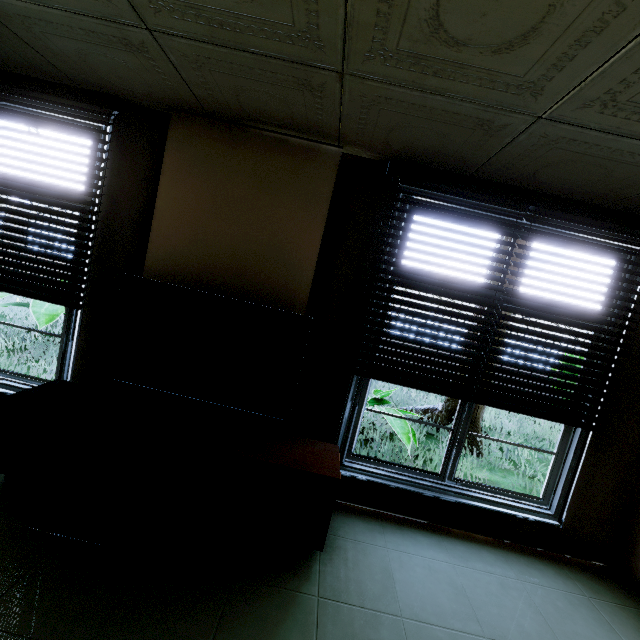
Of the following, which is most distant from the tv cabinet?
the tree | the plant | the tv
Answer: the tree

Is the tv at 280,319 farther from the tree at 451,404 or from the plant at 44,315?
the tree at 451,404

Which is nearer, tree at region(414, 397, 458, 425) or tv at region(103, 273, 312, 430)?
tv at region(103, 273, 312, 430)

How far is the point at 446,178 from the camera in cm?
240

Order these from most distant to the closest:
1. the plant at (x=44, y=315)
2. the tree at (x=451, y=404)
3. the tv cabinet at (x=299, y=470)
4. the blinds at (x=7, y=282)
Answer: the tree at (x=451, y=404) → the plant at (x=44, y=315) → the blinds at (x=7, y=282) → the tv cabinet at (x=299, y=470)

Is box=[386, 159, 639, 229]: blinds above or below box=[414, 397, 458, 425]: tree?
above

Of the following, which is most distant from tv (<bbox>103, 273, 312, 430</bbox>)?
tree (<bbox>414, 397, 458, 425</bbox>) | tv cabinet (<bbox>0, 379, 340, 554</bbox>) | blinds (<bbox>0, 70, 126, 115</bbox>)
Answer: tree (<bbox>414, 397, 458, 425</bbox>)

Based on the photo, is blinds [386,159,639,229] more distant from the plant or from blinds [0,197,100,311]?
the plant
